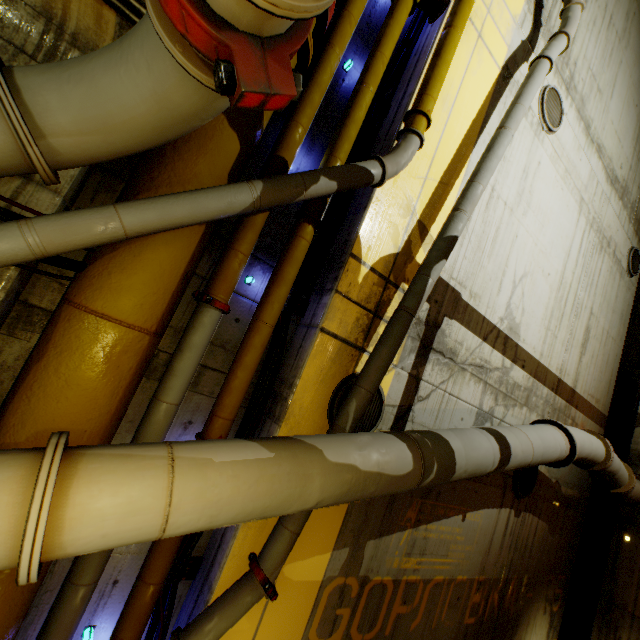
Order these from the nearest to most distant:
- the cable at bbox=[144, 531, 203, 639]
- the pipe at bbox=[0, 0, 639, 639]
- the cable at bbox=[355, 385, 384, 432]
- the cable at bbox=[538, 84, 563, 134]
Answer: the pipe at bbox=[0, 0, 639, 639] < the cable at bbox=[144, 531, 203, 639] < the cable at bbox=[355, 385, 384, 432] < the cable at bbox=[538, 84, 563, 134]

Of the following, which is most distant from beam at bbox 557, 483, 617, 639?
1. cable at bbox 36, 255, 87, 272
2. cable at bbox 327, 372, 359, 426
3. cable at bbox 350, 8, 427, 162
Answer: cable at bbox 36, 255, 87, 272

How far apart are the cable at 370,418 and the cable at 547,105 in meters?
5.7 m

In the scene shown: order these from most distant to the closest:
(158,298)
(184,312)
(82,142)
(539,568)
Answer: (539,568), (184,312), (158,298), (82,142)

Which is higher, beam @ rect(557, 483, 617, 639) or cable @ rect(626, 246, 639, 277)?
cable @ rect(626, 246, 639, 277)

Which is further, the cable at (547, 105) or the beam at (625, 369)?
the beam at (625, 369)

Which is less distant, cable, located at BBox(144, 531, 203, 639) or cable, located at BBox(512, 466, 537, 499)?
cable, located at BBox(144, 531, 203, 639)
